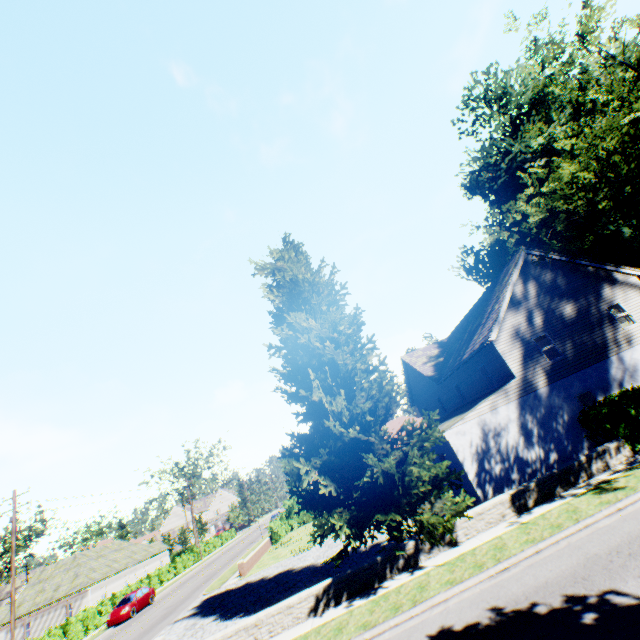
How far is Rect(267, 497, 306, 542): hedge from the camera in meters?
32.5

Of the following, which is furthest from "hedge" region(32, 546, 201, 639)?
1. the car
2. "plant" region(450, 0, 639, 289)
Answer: the car

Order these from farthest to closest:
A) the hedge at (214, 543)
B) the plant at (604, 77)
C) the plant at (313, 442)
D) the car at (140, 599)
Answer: the hedge at (214, 543) → the car at (140, 599) → the plant at (604, 77) → the plant at (313, 442)

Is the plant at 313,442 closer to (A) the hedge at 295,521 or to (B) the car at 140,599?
(A) the hedge at 295,521

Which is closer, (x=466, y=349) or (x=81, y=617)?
(x=466, y=349)

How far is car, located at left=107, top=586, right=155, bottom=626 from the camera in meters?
26.1 m

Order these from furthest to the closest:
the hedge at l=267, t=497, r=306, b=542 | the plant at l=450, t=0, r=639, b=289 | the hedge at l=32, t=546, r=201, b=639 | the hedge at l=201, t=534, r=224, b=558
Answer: the hedge at l=201, t=534, r=224, b=558, the hedge at l=267, t=497, r=306, b=542, the hedge at l=32, t=546, r=201, b=639, the plant at l=450, t=0, r=639, b=289

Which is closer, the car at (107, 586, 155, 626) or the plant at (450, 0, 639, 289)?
the plant at (450, 0, 639, 289)
